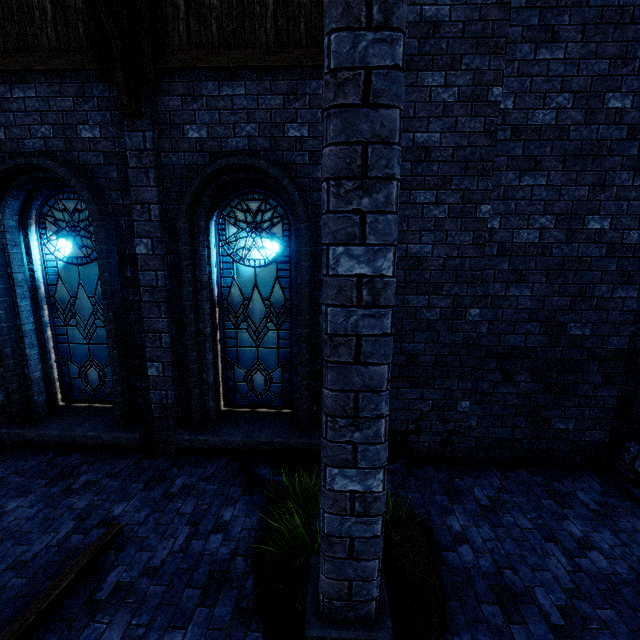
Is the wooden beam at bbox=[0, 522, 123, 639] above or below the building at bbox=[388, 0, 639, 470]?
below

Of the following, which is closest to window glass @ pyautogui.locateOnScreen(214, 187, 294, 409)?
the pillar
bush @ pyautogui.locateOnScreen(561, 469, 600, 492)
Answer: bush @ pyautogui.locateOnScreen(561, 469, 600, 492)

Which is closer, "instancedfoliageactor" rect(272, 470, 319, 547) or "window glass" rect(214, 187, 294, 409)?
"instancedfoliageactor" rect(272, 470, 319, 547)

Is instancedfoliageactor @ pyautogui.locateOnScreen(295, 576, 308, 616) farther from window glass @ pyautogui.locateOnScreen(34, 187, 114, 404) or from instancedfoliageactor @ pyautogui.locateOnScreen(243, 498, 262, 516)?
window glass @ pyautogui.locateOnScreen(34, 187, 114, 404)

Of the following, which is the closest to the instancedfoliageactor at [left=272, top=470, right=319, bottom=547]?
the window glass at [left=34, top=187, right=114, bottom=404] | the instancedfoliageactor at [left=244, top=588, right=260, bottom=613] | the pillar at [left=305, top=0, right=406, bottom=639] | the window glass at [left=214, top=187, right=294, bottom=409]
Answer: the pillar at [left=305, top=0, right=406, bottom=639]

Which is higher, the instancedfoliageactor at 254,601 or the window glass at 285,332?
the window glass at 285,332

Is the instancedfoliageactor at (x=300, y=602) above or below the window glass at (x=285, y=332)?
below

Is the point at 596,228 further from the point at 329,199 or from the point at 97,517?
the point at 97,517
